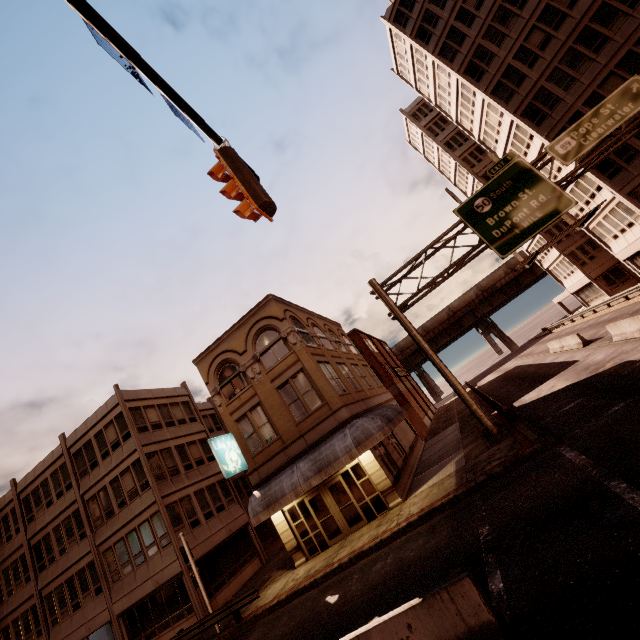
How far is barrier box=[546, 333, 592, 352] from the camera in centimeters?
2291cm

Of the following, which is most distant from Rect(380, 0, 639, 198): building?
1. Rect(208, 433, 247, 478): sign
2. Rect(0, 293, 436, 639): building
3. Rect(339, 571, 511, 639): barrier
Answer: Rect(208, 433, 247, 478): sign

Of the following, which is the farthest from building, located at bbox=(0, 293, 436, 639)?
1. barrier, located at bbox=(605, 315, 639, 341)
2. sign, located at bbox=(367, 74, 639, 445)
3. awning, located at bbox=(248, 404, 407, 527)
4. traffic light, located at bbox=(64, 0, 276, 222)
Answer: barrier, located at bbox=(605, 315, 639, 341)

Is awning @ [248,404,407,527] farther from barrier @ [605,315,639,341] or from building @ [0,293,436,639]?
barrier @ [605,315,639,341]

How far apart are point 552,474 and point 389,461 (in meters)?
9.96

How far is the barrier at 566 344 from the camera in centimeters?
2291cm

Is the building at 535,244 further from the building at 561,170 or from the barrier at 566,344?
the barrier at 566,344

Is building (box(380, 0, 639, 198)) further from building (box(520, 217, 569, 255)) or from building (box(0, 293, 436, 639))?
building (box(0, 293, 436, 639))
